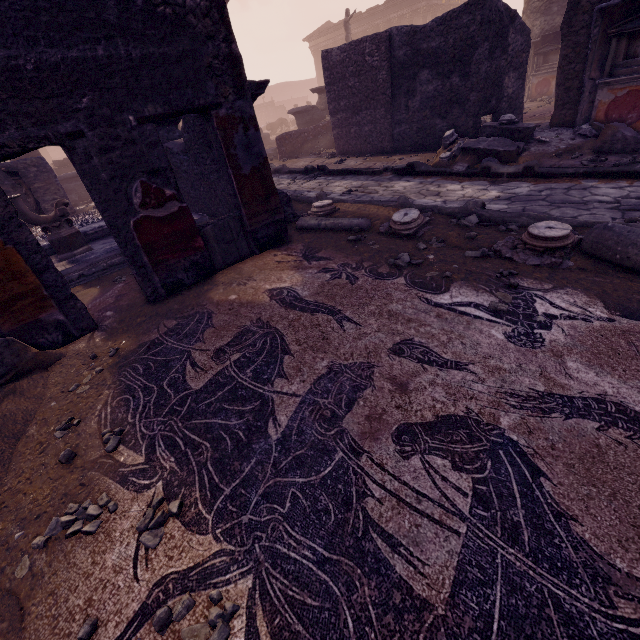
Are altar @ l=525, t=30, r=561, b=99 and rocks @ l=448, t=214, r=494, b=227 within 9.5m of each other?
no

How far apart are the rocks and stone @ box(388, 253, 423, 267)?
1.05m

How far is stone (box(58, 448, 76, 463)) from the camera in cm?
202

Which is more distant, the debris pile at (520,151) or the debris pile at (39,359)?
the debris pile at (520,151)

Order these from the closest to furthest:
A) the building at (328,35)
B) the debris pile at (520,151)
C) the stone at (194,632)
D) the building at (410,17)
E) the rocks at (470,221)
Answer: the stone at (194,632)
the rocks at (470,221)
the debris pile at (520,151)
the building at (410,17)
the building at (328,35)

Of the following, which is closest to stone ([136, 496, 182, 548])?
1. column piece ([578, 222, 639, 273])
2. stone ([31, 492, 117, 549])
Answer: stone ([31, 492, 117, 549])

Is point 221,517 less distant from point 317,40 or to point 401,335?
point 401,335

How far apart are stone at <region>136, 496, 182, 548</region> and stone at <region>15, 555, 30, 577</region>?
0.2m
